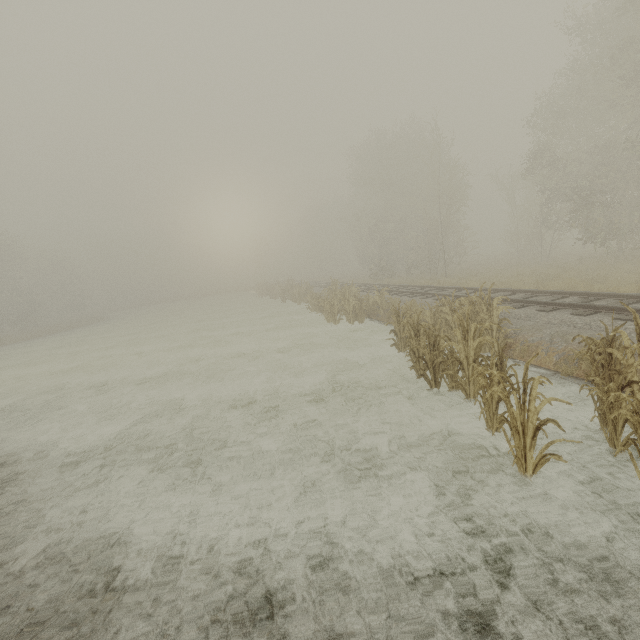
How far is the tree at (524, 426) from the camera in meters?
4.0 m

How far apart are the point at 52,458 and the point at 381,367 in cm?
812

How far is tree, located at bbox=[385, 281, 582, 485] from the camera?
4.0m
